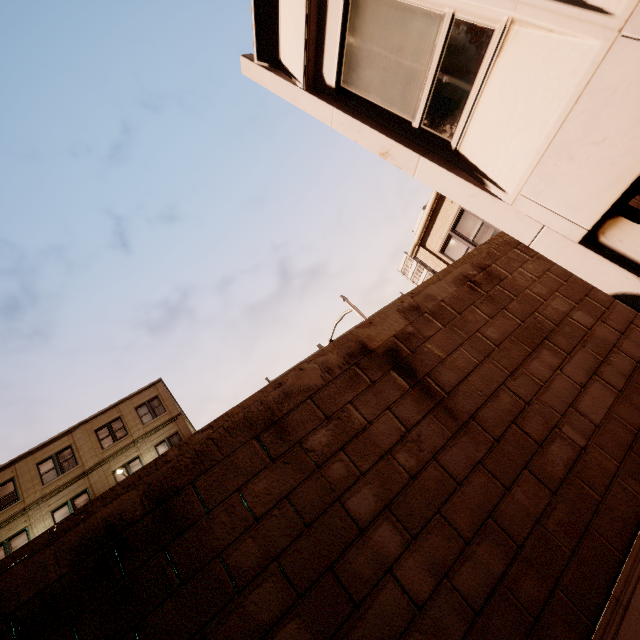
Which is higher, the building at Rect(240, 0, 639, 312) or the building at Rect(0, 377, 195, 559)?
the building at Rect(0, 377, 195, 559)

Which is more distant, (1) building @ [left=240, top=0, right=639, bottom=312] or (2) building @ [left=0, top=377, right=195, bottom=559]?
(2) building @ [left=0, top=377, right=195, bottom=559]

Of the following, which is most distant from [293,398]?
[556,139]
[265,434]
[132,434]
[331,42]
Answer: [132,434]

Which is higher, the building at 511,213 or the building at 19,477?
the building at 19,477

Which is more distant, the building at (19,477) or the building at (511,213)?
the building at (19,477)
